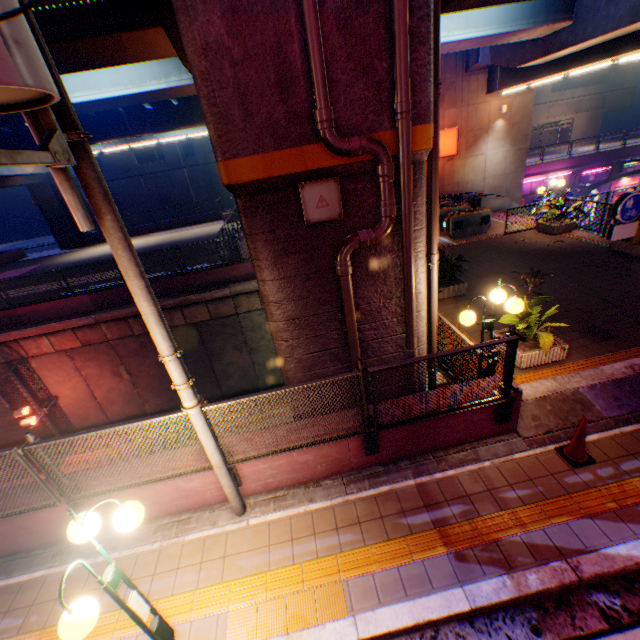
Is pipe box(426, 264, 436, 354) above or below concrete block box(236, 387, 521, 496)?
above

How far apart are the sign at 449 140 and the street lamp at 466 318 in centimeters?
1711cm

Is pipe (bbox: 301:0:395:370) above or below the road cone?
above

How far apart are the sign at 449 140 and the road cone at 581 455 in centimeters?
1928cm

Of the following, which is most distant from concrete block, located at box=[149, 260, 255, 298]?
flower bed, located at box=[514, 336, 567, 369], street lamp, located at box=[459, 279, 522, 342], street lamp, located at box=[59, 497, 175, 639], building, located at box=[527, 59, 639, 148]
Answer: building, located at box=[527, 59, 639, 148]

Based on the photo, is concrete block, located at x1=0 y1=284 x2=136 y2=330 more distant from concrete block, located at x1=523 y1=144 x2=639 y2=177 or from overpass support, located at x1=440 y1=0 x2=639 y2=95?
concrete block, located at x1=523 y1=144 x2=639 y2=177

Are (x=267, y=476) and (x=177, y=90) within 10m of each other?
no

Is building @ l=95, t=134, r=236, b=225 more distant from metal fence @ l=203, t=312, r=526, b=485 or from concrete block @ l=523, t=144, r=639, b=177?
concrete block @ l=523, t=144, r=639, b=177
